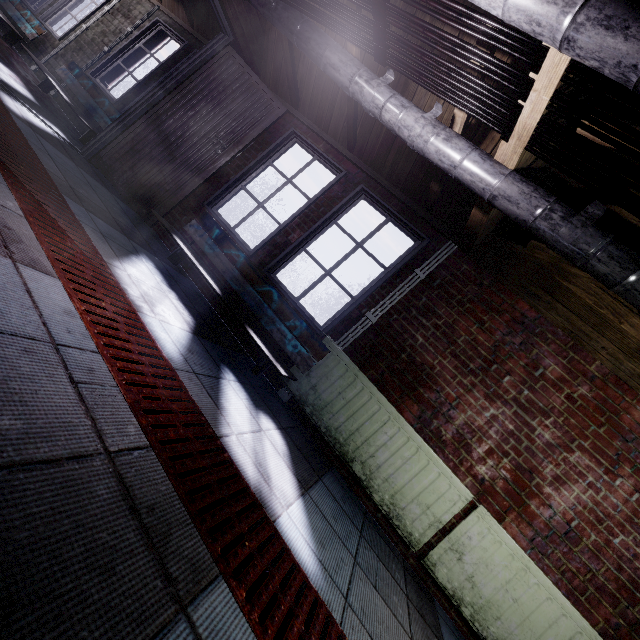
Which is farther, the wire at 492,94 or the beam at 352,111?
the beam at 352,111

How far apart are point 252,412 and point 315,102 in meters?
3.2

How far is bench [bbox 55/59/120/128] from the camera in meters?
4.0 m

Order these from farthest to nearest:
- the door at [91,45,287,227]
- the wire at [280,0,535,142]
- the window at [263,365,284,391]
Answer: the door at [91,45,287,227]
the window at [263,365,284,391]
the wire at [280,0,535,142]

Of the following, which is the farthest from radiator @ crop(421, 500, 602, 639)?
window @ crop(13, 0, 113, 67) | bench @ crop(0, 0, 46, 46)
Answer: bench @ crop(0, 0, 46, 46)

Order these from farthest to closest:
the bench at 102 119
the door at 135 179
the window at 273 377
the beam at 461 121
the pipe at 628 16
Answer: the bench at 102 119
the door at 135 179
the window at 273 377
the beam at 461 121
the pipe at 628 16

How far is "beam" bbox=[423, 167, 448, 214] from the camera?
2.50m

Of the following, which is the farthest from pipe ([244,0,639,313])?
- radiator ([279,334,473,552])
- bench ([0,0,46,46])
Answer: bench ([0,0,46,46])
